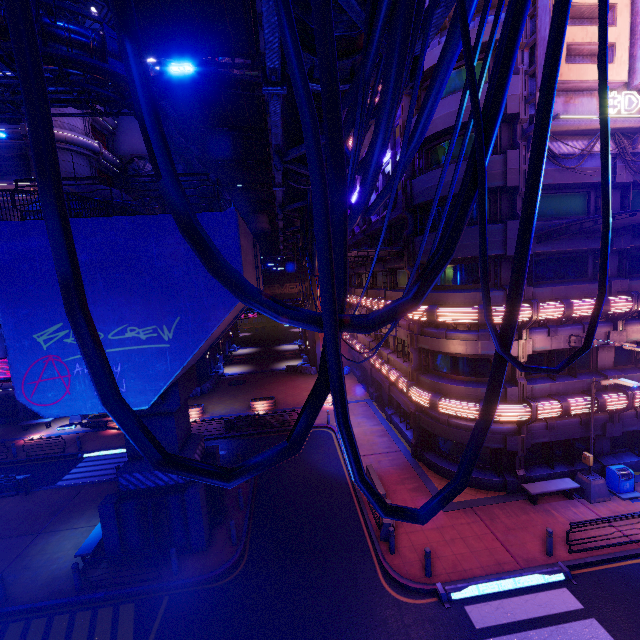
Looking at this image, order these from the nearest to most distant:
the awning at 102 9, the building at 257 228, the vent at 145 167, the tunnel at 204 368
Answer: the awning at 102 9 → the building at 257 228 → the vent at 145 167 → the tunnel at 204 368

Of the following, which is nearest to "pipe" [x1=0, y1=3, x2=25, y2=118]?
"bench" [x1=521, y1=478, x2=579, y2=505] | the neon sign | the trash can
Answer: the neon sign

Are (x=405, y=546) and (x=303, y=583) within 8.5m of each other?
yes

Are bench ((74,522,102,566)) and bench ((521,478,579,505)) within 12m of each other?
no

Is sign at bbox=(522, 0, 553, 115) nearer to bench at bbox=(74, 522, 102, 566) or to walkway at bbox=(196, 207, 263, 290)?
walkway at bbox=(196, 207, 263, 290)

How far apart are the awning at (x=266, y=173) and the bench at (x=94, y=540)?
18.9m

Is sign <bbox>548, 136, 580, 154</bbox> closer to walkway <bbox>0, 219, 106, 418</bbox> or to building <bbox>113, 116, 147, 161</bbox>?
walkway <bbox>0, 219, 106, 418</bbox>

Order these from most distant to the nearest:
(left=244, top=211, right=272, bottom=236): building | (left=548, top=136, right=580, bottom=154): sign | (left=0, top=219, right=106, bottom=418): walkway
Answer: (left=244, top=211, right=272, bottom=236): building → (left=548, top=136, right=580, bottom=154): sign → (left=0, top=219, right=106, bottom=418): walkway
